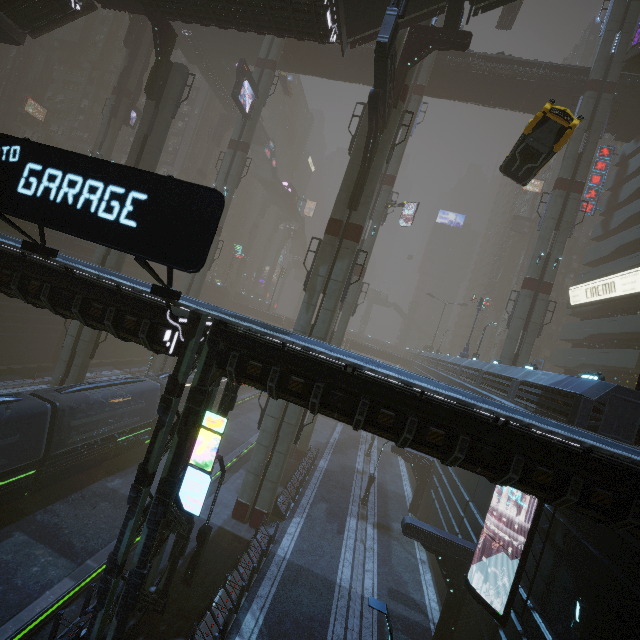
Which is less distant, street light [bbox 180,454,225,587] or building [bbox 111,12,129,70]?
street light [bbox 180,454,225,587]

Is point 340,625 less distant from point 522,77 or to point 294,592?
point 294,592

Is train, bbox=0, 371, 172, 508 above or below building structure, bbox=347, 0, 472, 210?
below

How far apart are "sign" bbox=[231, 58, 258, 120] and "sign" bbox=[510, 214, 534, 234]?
46.77m

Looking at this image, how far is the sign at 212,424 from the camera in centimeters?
993cm

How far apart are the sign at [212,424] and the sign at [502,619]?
10.8m

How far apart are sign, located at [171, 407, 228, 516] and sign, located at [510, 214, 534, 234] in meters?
62.0

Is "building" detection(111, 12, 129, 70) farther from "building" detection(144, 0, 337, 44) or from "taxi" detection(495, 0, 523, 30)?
"building" detection(144, 0, 337, 44)
